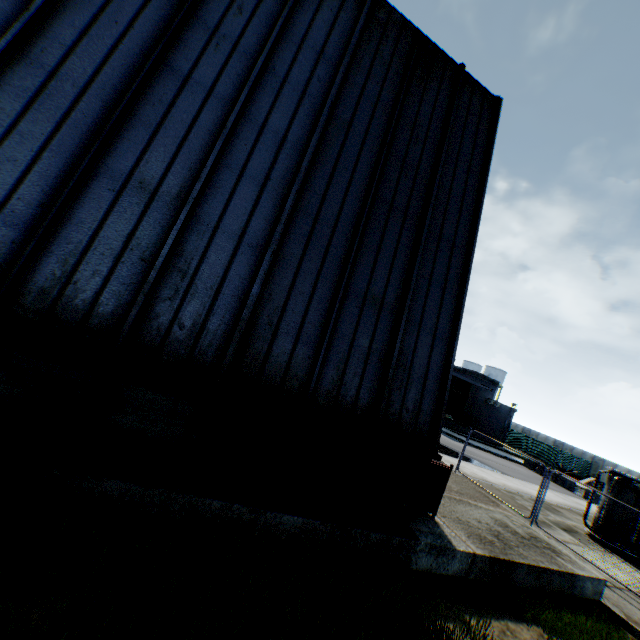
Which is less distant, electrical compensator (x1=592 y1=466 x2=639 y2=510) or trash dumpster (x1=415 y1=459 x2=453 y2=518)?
trash dumpster (x1=415 y1=459 x2=453 y2=518)

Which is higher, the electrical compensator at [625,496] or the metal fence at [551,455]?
the electrical compensator at [625,496]

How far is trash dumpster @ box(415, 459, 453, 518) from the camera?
7.1m

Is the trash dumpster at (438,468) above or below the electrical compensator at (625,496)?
below

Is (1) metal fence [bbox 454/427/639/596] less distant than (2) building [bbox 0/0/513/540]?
No

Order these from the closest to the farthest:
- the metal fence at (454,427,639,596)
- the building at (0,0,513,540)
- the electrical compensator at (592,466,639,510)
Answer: the building at (0,0,513,540) → the metal fence at (454,427,639,596) → the electrical compensator at (592,466,639,510)

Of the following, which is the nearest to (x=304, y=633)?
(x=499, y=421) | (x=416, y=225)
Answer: (x=416, y=225)

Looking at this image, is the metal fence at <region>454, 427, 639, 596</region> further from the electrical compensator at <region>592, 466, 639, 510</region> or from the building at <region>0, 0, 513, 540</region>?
the building at <region>0, 0, 513, 540</region>
